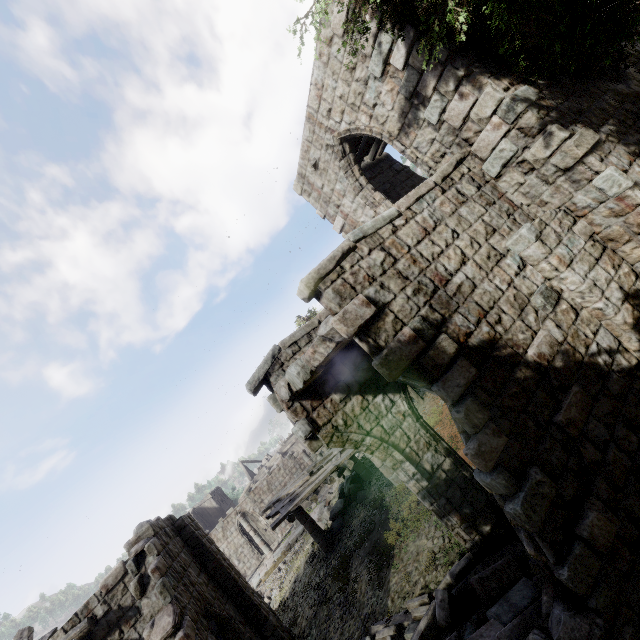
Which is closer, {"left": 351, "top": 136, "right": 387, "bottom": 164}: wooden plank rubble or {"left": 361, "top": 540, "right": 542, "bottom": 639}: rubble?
{"left": 361, "top": 540, "right": 542, "bottom": 639}: rubble

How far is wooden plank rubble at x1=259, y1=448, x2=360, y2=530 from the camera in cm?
1130

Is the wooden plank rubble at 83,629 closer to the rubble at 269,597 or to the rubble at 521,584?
the rubble at 521,584

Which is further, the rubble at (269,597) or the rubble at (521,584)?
the rubble at (269,597)

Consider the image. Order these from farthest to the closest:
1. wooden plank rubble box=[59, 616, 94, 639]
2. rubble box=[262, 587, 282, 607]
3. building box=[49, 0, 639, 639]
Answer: rubble box=[262, 587, 282, 607]
wooden plank rubble box=[59, 616, 94, 639]
building box=[49, 0, 639, 639]

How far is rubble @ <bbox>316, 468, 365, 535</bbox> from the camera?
15.2 meters

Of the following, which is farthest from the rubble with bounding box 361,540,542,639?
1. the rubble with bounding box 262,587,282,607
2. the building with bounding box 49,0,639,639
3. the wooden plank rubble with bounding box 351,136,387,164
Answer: the wooden plank rubble with bounding box 351,136,387,164

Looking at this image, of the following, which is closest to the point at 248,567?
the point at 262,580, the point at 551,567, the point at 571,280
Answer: the point at 262,580
